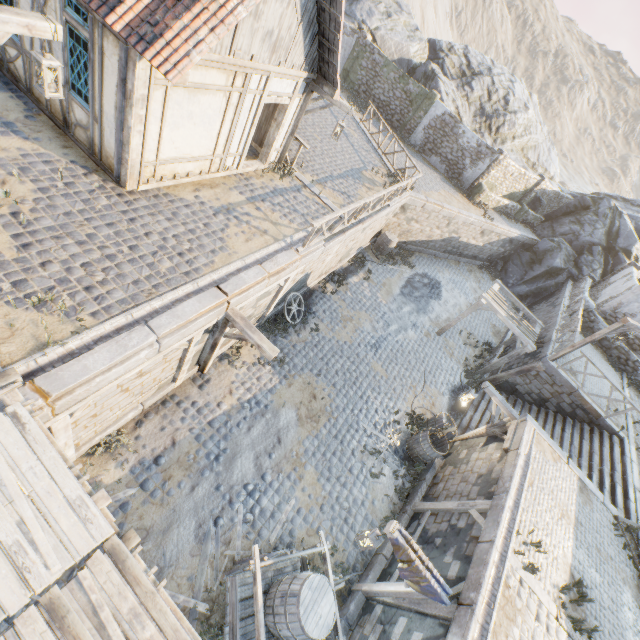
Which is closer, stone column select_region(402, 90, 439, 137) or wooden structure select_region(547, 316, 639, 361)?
wooden structure select_region(547, 316, 639, 361)

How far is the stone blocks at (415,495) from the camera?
9.4m

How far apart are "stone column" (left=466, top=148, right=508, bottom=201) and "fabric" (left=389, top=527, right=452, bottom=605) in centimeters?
2205cm

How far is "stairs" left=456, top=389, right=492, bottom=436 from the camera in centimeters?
1313cm

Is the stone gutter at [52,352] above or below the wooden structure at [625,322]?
below

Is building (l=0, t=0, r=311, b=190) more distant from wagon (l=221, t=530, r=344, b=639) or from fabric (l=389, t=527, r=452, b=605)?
fabric (l=389, t=527, r=452, b=605)

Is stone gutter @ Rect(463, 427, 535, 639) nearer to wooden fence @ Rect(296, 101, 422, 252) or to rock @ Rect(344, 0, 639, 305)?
wooden fence @ Rect(296, 101, 422, 252)

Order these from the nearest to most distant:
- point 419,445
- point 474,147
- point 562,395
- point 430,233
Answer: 1. point 419,445
2. point 562,395
3. point 430,233
4. point 474,147
